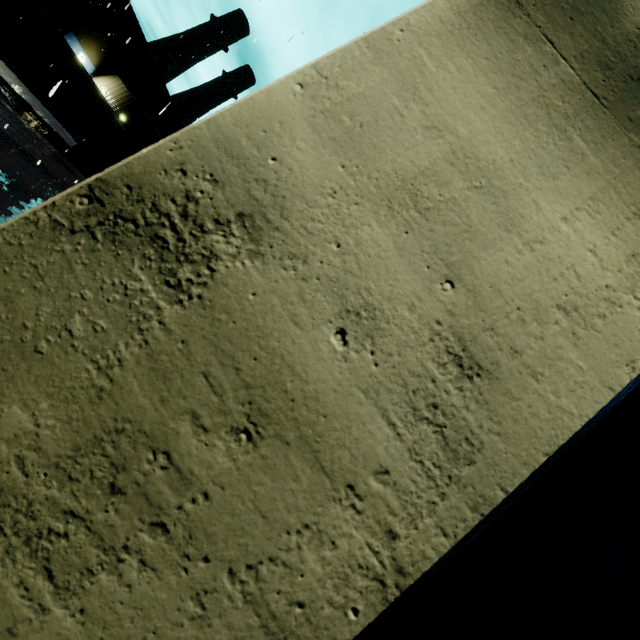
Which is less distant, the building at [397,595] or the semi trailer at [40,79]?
the building at [397,595]

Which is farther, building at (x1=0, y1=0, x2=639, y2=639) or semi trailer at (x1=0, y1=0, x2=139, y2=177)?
semi trailer at (x1=0, y1=0, x2=139, y2=177)

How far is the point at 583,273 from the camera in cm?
66
